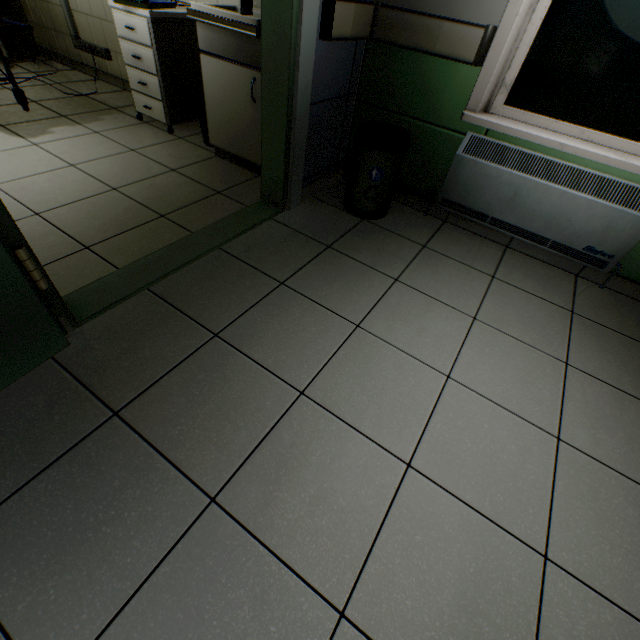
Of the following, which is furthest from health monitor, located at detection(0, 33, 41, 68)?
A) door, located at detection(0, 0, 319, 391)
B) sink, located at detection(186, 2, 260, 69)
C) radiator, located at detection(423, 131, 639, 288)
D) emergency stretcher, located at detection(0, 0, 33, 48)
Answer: radiator, located at detection(423, 131, 639, 288)

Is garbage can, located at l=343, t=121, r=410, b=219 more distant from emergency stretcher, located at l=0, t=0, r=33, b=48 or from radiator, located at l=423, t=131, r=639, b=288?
emergency stretcher, located at l=0, t=0, r=33, b=48

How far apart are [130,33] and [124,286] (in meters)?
2.49

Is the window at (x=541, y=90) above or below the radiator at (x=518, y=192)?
above

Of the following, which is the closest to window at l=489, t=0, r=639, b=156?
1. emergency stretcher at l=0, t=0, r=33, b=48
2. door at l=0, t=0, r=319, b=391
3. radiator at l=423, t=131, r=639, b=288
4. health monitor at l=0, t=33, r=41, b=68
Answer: radiator at l=423, t=131, r=639, b=288

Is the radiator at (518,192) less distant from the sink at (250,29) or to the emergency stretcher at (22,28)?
the sink at (250,29)

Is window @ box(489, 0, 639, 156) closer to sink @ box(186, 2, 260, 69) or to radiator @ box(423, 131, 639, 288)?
radiator @ box(423, 131, 639, 288)

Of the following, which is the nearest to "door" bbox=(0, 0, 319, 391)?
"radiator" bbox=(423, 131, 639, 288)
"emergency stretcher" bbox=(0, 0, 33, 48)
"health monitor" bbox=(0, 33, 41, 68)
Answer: "radiator" bbox=(423, 131, 639, 288)
